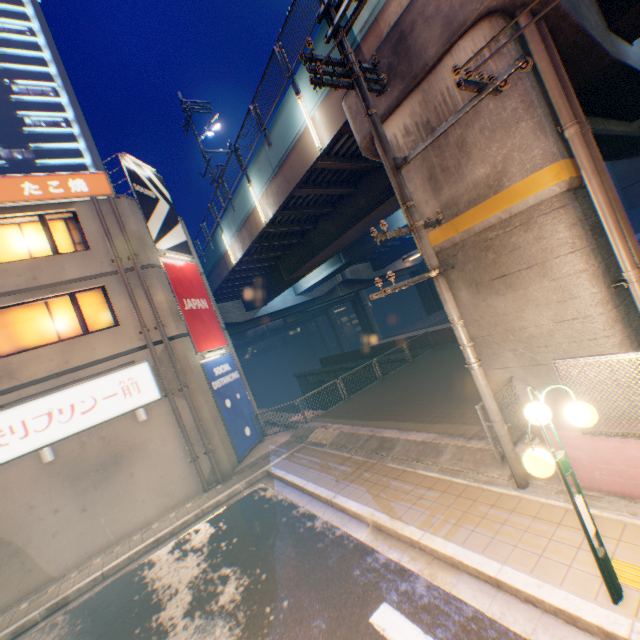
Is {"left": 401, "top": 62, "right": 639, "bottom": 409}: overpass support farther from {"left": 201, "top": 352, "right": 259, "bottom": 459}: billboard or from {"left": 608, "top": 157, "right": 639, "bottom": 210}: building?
{"left": 608, "top": 157, "right": 639, "bottom": 210}: building

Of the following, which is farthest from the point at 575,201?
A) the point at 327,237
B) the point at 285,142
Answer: the point at 327,237

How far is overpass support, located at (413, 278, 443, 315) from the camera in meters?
44.2 m

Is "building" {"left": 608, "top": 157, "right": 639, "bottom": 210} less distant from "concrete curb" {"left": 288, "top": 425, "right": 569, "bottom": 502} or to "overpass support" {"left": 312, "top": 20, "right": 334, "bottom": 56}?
"overpass support" {"left": 312, "top": 20, "right": 334, "bottom": 56}

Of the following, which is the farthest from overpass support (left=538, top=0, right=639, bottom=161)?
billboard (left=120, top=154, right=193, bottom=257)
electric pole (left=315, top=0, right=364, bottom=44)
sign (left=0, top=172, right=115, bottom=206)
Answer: sign (left=0, top=172, right=115, bottom=206)

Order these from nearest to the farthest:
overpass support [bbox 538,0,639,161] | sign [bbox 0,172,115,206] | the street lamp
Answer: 1. the street lamp
2. overpass support [bbox 538,0,639,161]
3. sign [bbox 0,172,115,206]

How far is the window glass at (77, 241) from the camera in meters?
11.8 m

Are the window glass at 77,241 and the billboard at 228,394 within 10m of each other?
yes
